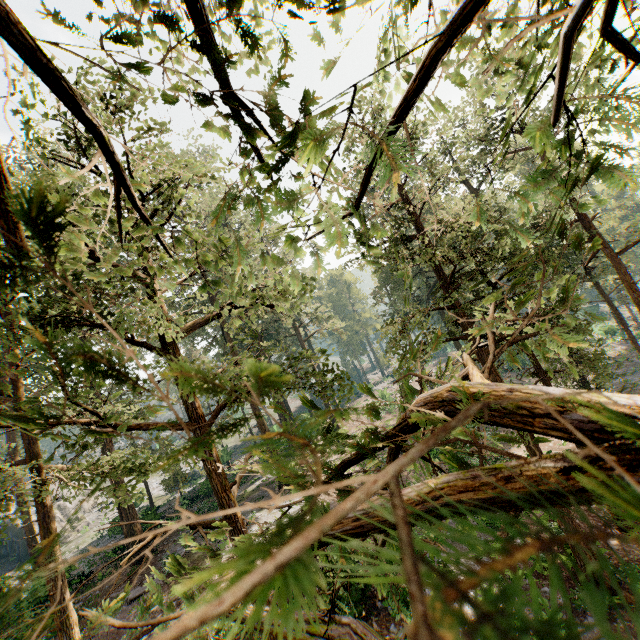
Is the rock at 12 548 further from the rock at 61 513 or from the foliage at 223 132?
the rock at 61 513

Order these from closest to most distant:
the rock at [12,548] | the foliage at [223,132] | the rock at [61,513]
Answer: the foliage at [223,132] < the rock at [12,548] < the rock at [61,513]

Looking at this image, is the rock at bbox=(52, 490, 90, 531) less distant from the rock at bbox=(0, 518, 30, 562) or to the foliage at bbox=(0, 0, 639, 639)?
the rock at bbox=(0, 518, 30, 562)

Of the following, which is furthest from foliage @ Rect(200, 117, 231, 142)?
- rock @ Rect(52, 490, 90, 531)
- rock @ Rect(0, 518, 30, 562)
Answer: rock @ Rect(52, 490, 90, 531)

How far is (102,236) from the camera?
2.0 meters

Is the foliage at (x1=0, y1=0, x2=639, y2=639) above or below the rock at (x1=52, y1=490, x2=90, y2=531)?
above
